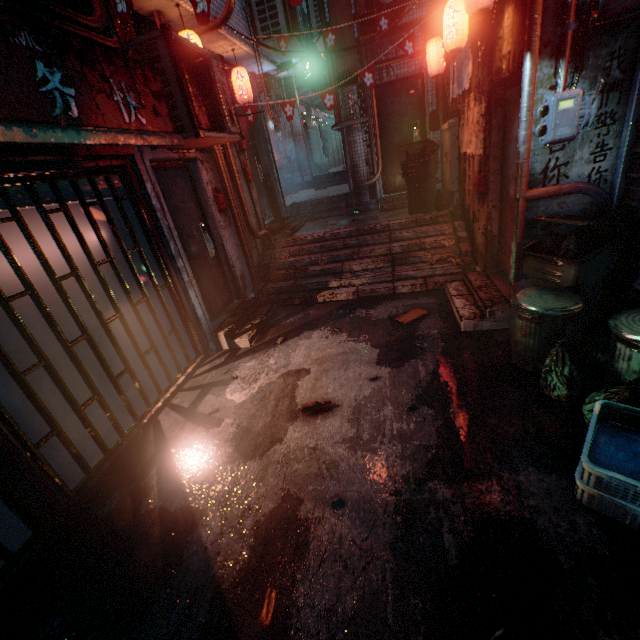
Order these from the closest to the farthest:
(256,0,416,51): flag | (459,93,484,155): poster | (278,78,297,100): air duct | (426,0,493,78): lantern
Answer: (426,0,493,78): lantern
(459,93,484,155): poster
(256,0,416,51): flag
(278,78,297,100): air duct

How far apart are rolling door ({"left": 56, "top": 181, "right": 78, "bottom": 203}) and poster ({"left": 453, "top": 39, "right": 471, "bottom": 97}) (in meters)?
4.32

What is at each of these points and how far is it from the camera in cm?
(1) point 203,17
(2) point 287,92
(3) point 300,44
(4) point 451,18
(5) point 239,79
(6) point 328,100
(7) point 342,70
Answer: (1) flag, 212
(2) air duct, 1041
(3) air conditioner, 554
(4) lantern, 371
(5) lantern, 505
(6) flag, 464
(7) air duct, 591

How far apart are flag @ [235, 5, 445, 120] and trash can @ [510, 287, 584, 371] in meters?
3.6

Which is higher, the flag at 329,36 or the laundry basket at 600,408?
the flag at 329,36

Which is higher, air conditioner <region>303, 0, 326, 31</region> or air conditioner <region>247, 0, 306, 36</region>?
air conditioner <region>303, 0, 326, 31</region>

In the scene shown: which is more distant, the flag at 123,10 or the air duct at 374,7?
the air duct at 374,7

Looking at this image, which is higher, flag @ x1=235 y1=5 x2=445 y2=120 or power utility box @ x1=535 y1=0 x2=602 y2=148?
flag @ x1=235 y1=5 x2=445 y2=120
